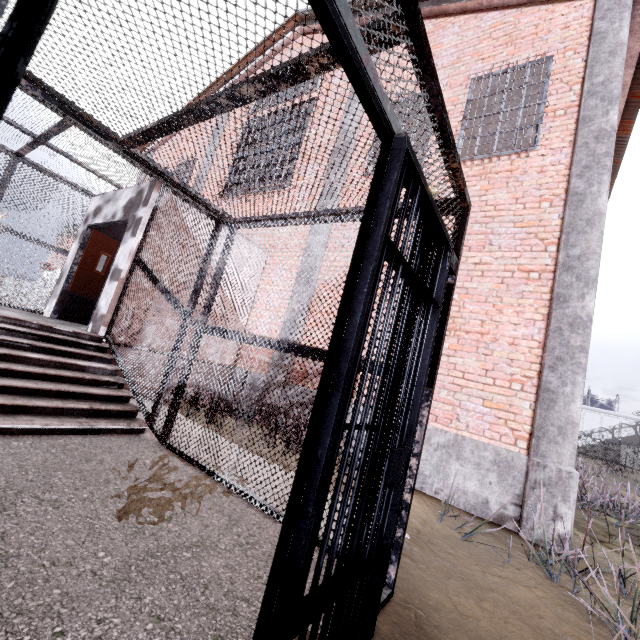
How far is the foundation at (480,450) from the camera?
4.4m

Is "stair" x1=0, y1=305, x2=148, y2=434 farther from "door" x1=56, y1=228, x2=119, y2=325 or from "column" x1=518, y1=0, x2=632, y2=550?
"column" x1=518, y1=0, x2=632, y2=550

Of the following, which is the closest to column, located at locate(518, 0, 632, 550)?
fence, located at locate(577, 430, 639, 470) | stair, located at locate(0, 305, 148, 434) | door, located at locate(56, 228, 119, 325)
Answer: stair, located at locate(0, 305, 148, 434)

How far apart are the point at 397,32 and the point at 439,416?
4.9 meters

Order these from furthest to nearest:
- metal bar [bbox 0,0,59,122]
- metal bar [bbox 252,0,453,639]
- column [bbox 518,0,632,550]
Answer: column [bbox 518,0,632,550] < metal bar [bbox 252,0,453,639] < metal bar [bbox 0,0,59,122]

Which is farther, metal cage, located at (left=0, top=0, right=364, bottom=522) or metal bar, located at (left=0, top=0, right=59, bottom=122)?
metal cage, located at (left=0, top=0, right=364, bottom=522)

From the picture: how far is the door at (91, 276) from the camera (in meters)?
7.18

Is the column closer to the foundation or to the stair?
the foundation
